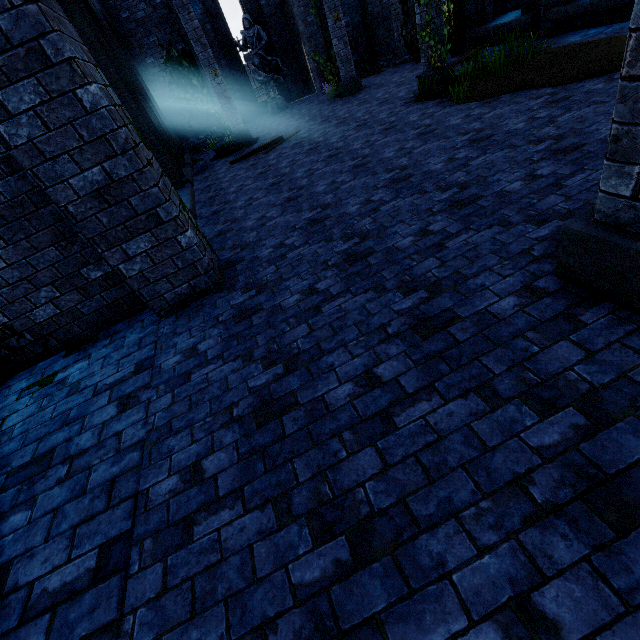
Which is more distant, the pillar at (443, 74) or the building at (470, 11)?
the building at (470, 11)

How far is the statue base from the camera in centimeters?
1698cm

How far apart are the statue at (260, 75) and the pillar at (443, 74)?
10.72m

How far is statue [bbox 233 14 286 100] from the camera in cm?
Result: 1533

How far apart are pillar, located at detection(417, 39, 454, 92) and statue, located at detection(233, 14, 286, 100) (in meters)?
10.72

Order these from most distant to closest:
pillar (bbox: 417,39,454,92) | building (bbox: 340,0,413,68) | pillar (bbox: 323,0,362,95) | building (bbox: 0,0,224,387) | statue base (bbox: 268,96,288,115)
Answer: statue base (bbox: 268,96,288,115) < building (bbox: 340,0,413,68) < pillar (bbox: 323,0,362,95) < pillar (bbox: 417,39,454,92) < building (bbox: 0,0,224,387)

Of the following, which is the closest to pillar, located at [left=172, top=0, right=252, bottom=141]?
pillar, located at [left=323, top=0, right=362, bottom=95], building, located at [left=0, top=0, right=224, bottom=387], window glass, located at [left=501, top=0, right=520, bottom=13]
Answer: building, located at [left=0, top=0, right=224, bottom=387]

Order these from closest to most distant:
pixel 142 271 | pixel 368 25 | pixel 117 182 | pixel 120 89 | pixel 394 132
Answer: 1. pixel 117 182
2. pixel 142 271
3. pixel 120 89
4. pixel 394 132
5. pixel 368 25
